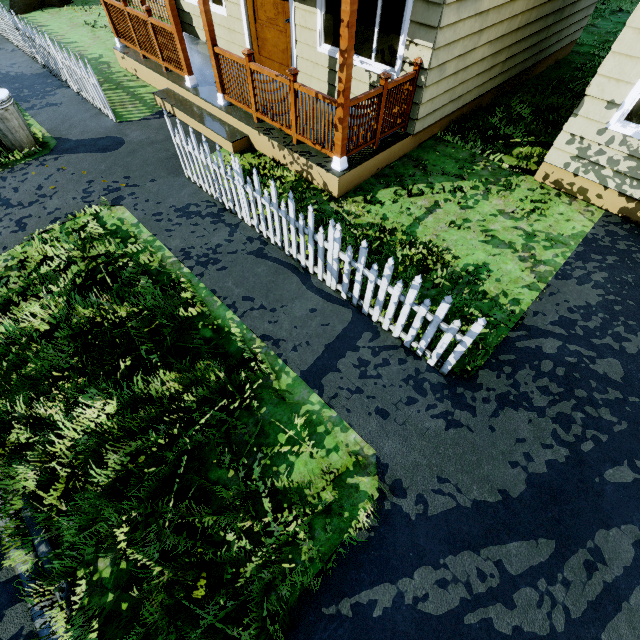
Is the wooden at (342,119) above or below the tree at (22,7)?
above

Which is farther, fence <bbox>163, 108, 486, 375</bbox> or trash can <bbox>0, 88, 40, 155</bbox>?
trash can <bbox>0, 88, 40, 155</bbox>

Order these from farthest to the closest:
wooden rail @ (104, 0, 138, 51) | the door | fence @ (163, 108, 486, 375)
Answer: wooden rail @ (104, 0, 138, 51) < the door < fence @ (163, 108, 486, 375)

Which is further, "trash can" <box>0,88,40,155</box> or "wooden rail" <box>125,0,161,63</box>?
"wooden rail" <box>125,0,161,63</box>

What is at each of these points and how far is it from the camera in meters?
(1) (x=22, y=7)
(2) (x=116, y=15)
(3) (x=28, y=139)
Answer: (1) tree, 11.1
(2) wooden rail, 7.6
(3) trash can, 6.1

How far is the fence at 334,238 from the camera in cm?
331

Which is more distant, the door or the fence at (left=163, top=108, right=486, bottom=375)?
the door
